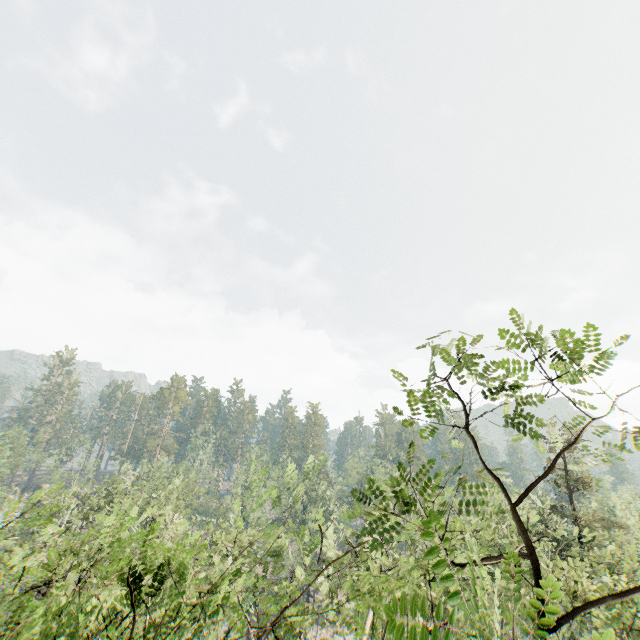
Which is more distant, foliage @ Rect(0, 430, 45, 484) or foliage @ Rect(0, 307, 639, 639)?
foliage @ Rect(0, 430, 45, 484)

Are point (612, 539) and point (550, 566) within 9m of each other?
no

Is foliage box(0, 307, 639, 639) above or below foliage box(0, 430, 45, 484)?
below

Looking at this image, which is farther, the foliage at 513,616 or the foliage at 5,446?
the foliage at 5,446

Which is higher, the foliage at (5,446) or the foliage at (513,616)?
the foliage at (5,446)
